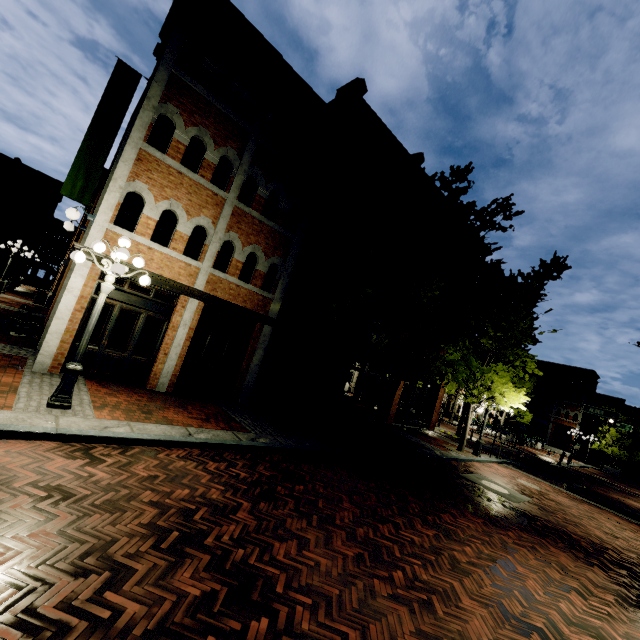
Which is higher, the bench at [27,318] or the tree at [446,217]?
the tree at [446,217]

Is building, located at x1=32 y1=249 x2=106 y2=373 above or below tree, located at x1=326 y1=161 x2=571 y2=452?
below

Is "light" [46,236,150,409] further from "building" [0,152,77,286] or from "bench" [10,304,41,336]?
"building" [0,152,77,286]

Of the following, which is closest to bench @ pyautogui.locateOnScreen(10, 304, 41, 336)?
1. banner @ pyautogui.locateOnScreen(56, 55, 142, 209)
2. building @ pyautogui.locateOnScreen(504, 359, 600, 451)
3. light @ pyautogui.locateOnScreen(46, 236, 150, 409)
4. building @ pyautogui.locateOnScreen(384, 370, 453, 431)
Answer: building @ pyautogui.locateOnScreen(384, 370, 453, 431)

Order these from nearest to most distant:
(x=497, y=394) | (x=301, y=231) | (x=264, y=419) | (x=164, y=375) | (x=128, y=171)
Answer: (x=128, y=171)
(x=164, y=375)
(x=264, y=419)
(x=301, y=231)
(x=497, y=394)

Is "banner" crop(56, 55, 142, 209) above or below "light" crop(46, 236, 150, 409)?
above

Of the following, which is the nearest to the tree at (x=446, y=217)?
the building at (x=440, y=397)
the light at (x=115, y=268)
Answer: the building at (x=440, y=397)

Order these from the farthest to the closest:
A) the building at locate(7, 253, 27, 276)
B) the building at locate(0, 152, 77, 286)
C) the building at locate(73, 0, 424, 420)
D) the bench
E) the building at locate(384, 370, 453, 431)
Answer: the building at locate(7, 253, 27, 276), the building at locate(0, 152, 77, 286), the building at locate(384, 370, 453, 431), the bench, the building at locate(73, 0, 424, 420)
